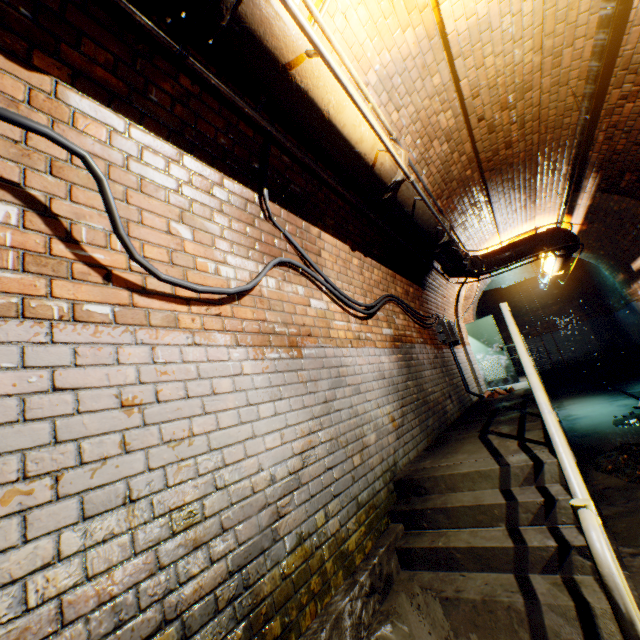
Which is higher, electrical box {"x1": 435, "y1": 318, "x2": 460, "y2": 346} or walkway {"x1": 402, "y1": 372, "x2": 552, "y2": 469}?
electrical box {"x1": 435, "y1": 318, "x2": 460, "y2": 346}

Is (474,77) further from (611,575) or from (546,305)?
(546,305)

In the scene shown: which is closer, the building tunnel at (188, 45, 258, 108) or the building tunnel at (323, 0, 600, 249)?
the building tunnel at (188, 45, 258, 108)

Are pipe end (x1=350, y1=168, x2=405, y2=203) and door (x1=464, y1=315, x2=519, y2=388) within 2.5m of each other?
no

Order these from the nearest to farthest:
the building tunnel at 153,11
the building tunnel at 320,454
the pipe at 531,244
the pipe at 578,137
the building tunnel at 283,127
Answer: the building tunnel at 320,454, the building tunnel at 153,11, the building tunnel at 283,127, the pipe at 578,137, the pipe at 531,244

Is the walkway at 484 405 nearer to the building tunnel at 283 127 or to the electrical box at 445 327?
the building tunnel at 283 127

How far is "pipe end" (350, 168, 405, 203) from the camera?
2.97m

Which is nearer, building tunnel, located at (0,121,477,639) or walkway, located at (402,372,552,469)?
building tunnel, located at (0,121,477,639)
